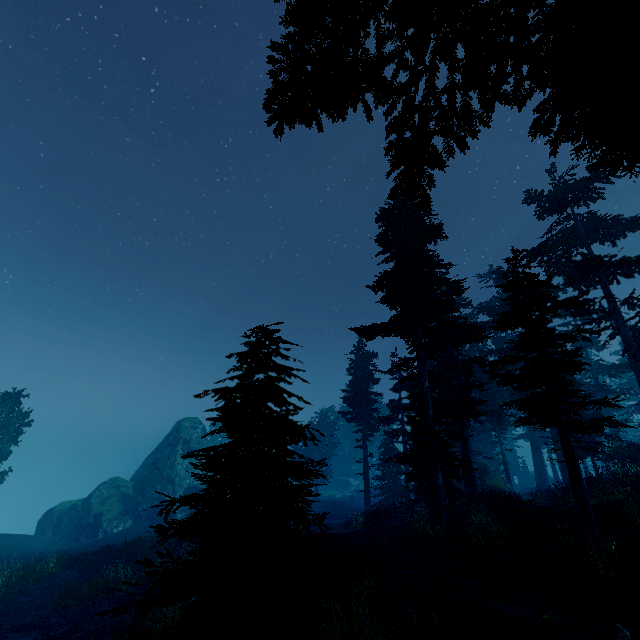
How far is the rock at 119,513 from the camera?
36.62m

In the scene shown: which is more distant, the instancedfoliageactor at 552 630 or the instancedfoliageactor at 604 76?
the instancedfoliageactor at 552 630

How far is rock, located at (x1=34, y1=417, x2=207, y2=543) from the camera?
36.6 meters

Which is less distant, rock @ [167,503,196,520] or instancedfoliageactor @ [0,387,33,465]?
instancedfoliageactor @ [0,387,33,465]

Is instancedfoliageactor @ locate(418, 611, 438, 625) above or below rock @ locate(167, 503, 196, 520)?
above

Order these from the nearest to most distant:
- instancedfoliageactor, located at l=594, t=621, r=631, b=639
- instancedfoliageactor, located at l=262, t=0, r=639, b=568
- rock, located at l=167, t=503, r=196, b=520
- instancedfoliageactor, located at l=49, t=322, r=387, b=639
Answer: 1. instancedfoliageactor, located at l=262, t=0, r=639, b=568
2. instancedfoliageactor, located at l=49, t=322, r=387, b=639
3. instancedfoliageactor, located at l=594, t=621, r=631, b=639
4. rock, located at l=167, t=503, r=196, b=520

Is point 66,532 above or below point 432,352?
below
